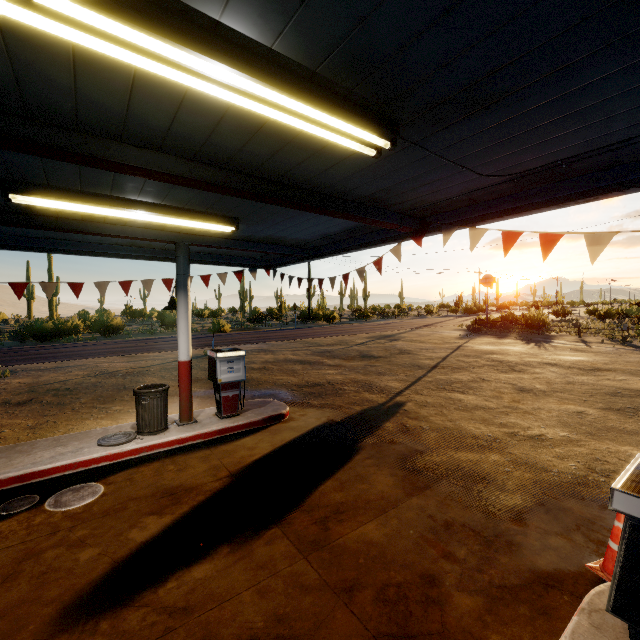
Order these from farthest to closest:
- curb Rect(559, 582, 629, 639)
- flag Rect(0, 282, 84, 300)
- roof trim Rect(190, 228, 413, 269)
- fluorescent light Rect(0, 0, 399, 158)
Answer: flag Rect(0, 282, 84, 300) → roof trim Rect(190, 228, 413, 269) → curb Rect(559, 582, 629, 639) → fluorescent light Rect(0, 0, 399, 158)

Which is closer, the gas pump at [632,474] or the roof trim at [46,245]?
the gas pump at [632,474]

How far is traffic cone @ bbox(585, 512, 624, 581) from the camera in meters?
3.2

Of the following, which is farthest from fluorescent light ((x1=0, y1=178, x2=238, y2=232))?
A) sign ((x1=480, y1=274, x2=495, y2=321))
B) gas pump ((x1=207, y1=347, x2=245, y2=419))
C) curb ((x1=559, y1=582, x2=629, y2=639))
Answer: sign ((x1=480, y1=274, x2=495, y2=321))

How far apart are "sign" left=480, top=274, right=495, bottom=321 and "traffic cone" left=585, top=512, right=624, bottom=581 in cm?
2765

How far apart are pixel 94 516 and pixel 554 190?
7.3m

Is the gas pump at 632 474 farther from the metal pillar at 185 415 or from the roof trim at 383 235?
the metal pillar at 185 415

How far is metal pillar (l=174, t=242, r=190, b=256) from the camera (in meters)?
6.78
